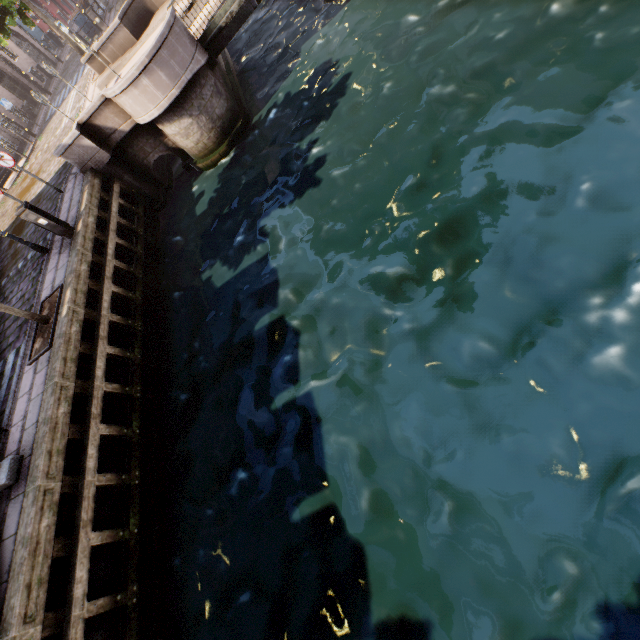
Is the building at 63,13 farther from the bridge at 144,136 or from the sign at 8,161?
the bridge at 144,136

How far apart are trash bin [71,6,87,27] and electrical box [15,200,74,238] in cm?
2268

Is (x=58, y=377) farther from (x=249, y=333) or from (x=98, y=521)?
(x=249, y=333)

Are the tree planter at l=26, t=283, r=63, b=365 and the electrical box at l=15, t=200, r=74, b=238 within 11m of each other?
yes

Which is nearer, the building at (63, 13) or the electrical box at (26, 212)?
the electrical box at (26, 212)

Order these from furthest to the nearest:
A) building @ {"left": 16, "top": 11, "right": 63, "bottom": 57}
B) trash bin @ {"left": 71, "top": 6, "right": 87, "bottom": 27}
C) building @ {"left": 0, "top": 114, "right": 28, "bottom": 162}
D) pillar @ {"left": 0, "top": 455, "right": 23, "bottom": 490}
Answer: building @ {"left": 16, "top": 11, "right": 63, "bottom": 57} → trash bin @ {"left": 71, "top": 6, "right": 87, "bottom": 27} → building @ {"left": 0, "top": 114, "right": 28, "bottom": 162} → pillar @ {"left": 0, "top": 455, "right": 23, "bottom": 490}

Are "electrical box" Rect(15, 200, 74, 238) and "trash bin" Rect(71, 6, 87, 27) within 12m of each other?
no

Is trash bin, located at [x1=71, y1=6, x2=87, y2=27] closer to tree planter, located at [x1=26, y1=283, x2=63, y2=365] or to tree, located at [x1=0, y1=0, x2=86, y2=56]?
tree, located at [x1=0, y1=0, x2=86, y2=56]
